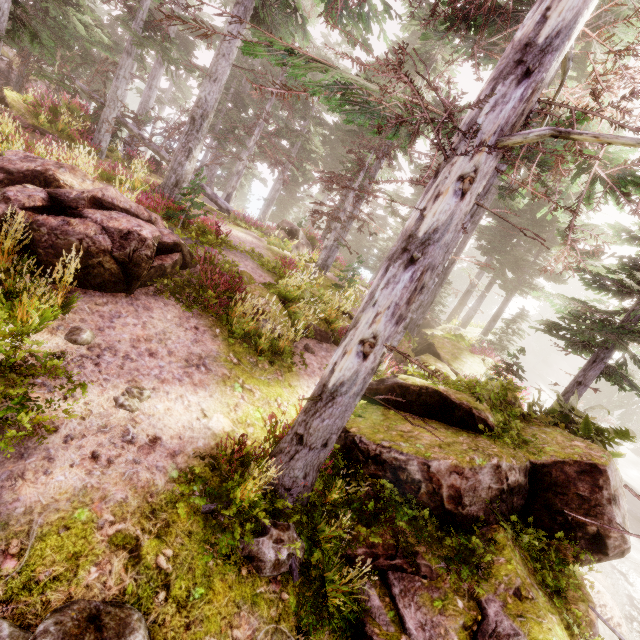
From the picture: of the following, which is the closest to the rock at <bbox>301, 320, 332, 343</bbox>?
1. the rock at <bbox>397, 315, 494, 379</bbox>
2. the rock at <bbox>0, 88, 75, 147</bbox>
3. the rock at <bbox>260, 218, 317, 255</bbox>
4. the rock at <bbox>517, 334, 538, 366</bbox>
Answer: the rock at <bbox>397, 315, 494, 379</bbox>

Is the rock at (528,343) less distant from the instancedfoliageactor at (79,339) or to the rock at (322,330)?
the instancedfoliageactor at (79,339)

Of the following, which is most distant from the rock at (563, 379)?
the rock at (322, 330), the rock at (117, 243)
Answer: the rock at (117, 243)

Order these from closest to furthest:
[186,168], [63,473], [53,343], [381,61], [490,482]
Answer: [381,61] < [63,473] < [53,343] < [490,482] < [186,168]

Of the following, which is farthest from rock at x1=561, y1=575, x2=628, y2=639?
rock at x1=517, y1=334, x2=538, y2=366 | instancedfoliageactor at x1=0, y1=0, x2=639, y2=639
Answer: rock at x1=517, y1=334, x2=538, y2=366

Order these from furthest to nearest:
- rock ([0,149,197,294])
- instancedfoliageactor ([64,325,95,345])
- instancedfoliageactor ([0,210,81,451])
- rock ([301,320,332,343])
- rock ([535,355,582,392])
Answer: rock ([535,355,582,392]) → rock ([301,320,332,343]) → rock ([0,149,197,294]) → instancedfoliageactor ([64,325,95,345]) → instancedfoliageactor ([0,210,81,451])

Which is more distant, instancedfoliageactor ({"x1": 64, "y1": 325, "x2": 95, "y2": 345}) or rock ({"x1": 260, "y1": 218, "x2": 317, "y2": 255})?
rock ({"x1": 260, "y1": 218, "x2": 317, "y2": 255})

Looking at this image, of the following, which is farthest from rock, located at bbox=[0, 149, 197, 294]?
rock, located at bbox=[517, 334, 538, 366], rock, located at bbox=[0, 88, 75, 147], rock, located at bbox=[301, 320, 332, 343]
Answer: rock, located at bbox=[517, 334, 538, 366]
